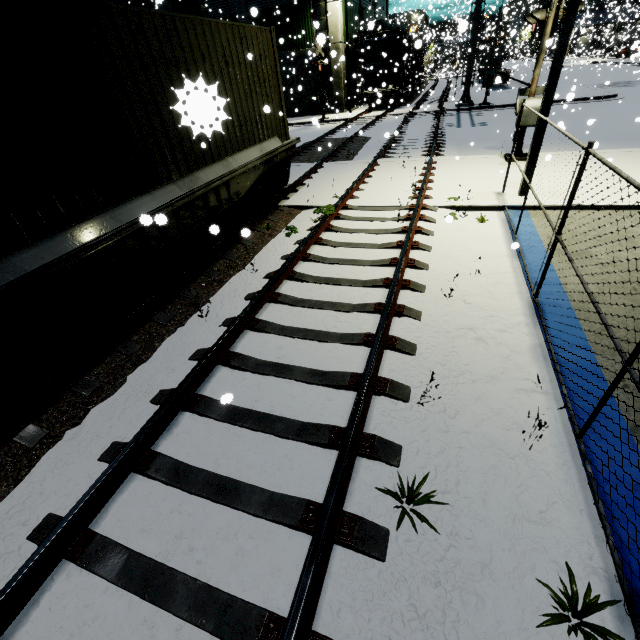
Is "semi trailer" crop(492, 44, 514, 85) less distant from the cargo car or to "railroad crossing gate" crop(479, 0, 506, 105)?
the cargo car

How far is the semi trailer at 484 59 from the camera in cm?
4164

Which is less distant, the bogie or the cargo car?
the bogie

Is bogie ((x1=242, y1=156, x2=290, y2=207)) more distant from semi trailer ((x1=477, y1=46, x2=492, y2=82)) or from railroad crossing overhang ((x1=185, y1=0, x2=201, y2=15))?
semi trailer ((x1=477, y1=46, x2=492, y2=82))

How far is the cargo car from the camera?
25.06m

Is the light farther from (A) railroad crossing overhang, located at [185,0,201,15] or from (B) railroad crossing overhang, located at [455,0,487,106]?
(B) railroad crossing overhang, located at [455,0,487,106]

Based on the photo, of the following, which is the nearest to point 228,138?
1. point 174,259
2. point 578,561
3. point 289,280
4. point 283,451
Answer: point 174,259

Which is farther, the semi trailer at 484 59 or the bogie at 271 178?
the semi trailer at 484 59
